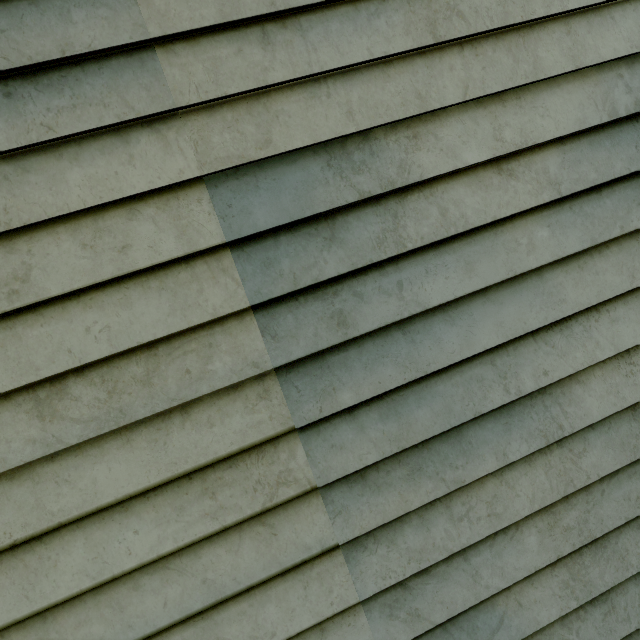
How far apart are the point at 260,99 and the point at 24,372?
1.3 meters
